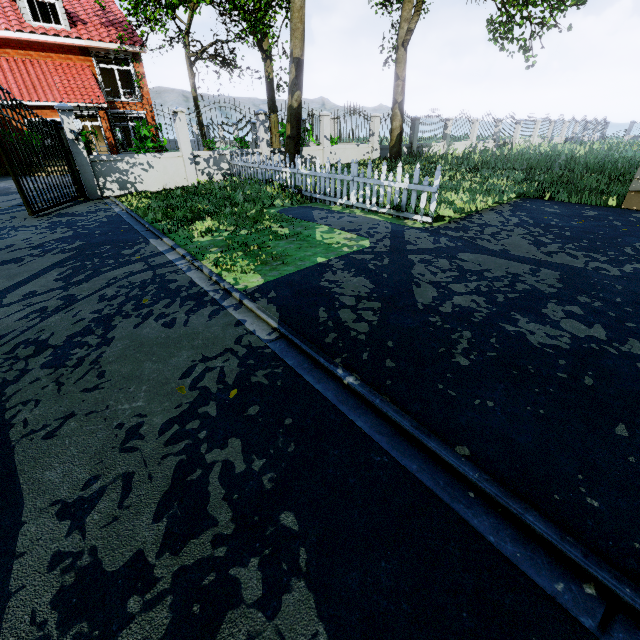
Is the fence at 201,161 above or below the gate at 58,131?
below

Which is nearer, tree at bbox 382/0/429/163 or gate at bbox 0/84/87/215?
gate at bbox 0/84/87/215

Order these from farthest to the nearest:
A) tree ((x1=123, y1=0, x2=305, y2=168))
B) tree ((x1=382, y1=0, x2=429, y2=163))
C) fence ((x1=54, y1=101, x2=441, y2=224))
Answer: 1. tree ((x1=382, y1=0, x2=429, y2=163))
2. tree ((x1=123, y1=0, x2=305, y2=168))
3. fence ((x1=54, y1=101, x2=441, y2=224))

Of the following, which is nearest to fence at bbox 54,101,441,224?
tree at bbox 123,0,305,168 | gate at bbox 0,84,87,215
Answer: gate at bbox 0,84,87,215

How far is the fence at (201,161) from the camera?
7.4m

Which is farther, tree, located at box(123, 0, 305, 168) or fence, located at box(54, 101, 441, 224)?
tree, located at box(123, 0, 305, 168)

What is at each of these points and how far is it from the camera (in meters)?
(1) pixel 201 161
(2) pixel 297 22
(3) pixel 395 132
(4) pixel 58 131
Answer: (1) fence, 12.27
(2) tree, 11.24
(3) tree, 14.91
(4) gate, 9.35
